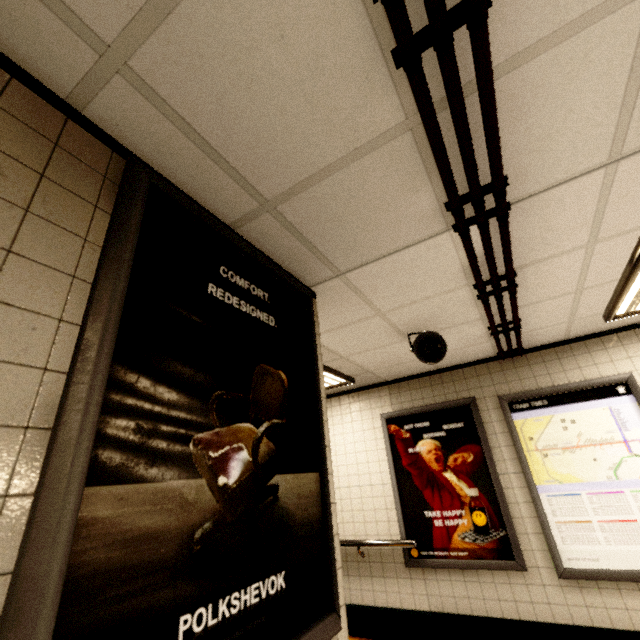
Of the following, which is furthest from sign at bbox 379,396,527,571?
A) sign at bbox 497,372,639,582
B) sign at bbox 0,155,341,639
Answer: sign at bbox 0,155,341,639

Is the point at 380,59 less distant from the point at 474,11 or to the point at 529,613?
the point at 474,11

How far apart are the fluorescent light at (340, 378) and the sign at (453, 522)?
0.6m

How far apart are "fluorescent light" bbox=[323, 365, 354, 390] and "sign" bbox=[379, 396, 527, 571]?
0.64m

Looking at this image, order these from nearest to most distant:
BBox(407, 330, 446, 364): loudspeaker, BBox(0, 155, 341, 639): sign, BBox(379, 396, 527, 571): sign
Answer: BBox(0, 155, 341, 639): sign, BBox(407, 330, 446, 364): loudspeaker, BBox(379, 396, 527, 571): sign

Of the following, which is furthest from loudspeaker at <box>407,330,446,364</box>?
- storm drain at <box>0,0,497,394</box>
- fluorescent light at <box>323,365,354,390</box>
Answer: fluorescent light at <box>323,365,354,390</box>

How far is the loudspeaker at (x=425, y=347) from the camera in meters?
2.9 m

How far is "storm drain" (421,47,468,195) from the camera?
1.1 meters
